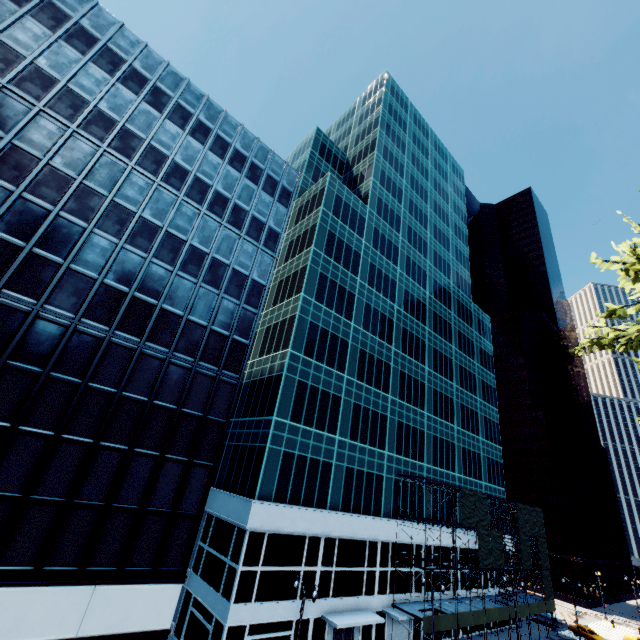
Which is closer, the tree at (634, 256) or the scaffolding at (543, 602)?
the tree at (634, 256)

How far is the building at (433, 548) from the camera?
38.0m

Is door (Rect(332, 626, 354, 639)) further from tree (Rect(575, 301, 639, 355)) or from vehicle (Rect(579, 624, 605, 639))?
vehicle (Rect(579, 624, 605, 639))

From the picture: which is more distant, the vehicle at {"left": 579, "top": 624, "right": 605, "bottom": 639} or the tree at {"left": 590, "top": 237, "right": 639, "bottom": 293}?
the vehicle at {"left": 579, "top": 624, "right": 605, "bottom": 639}

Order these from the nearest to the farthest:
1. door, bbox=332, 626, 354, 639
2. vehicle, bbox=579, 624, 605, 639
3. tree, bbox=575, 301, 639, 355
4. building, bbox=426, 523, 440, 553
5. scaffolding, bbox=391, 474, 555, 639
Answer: tree, bbox=575, 301, 639, 355 < door, bbox=332, 626, 354, 639 < scaffolding, bbox=391, 474, 555, 639 < building, bbox=426, 523, 440, 553 < vehicle, bbox=579, 624, 605, 639

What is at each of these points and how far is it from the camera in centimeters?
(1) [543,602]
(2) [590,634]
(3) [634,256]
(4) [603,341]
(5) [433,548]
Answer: (1) scaffolding, 4478cm
(2) vehicle, 4556cm
(3) tree, 955cm
(4) tree, 1103cm
(5) building, 3862cm

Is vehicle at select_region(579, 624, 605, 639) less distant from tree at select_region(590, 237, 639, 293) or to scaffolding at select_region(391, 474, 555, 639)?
scaffolding at select_region(391, 474, 555, 639)

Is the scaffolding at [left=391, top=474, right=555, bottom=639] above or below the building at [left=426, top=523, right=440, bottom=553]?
below
